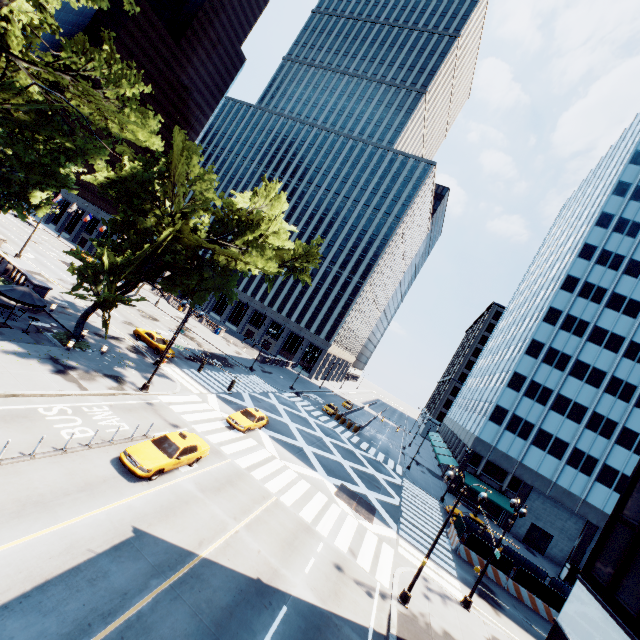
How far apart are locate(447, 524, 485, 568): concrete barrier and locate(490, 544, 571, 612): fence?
0.0m

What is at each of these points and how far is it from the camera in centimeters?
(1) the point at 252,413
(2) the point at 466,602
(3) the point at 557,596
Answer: (1) vehicle, 2786cm
(2) light, 2000cm
(3) fence, 2522cm

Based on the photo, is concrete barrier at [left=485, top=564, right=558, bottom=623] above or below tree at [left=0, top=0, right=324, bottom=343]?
below

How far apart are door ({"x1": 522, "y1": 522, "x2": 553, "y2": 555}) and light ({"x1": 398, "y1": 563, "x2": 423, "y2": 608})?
36.19m

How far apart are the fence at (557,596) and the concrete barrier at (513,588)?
0.0 meters

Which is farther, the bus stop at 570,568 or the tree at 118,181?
the bus stop at 570,568

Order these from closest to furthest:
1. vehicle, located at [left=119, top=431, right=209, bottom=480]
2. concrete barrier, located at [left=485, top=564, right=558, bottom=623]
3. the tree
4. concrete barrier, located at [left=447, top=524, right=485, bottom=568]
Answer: vehicle, located at [left=119, top=431, right=209, bottom=480], the tree, concrete barrier, located at [left=485, top=564, right=558, bottom=623], concrete barrier, located at [left=447, top=524, right=485, bottom=568]

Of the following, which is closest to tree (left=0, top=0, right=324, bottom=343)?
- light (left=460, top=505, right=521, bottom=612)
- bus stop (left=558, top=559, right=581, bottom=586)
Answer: light (left=460, top=505, right=521, bottom=612)
